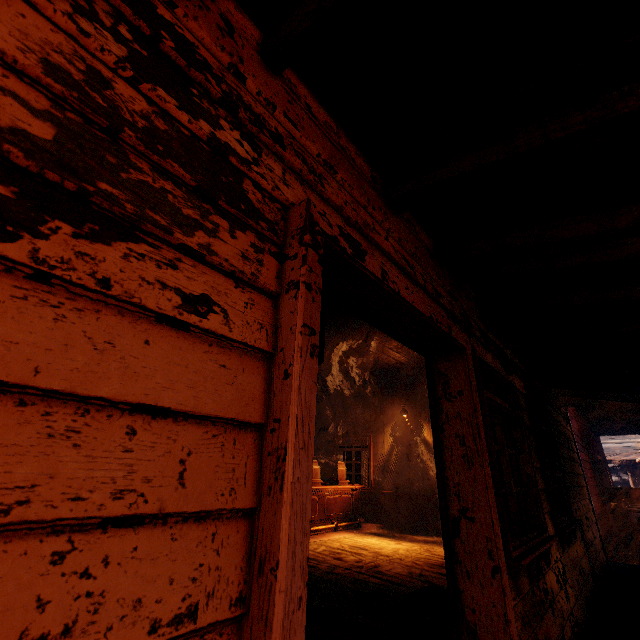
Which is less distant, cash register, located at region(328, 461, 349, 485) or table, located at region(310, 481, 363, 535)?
table, located at region(310, 481, 363, 535)

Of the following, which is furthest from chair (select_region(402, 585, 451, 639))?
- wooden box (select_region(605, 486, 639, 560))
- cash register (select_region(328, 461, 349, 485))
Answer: wooden box (select_region(605, 486, 639, 560))

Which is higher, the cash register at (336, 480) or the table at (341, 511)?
the cash register at (336, 480)

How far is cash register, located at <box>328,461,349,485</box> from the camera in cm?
873

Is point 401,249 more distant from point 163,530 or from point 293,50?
point 163,530

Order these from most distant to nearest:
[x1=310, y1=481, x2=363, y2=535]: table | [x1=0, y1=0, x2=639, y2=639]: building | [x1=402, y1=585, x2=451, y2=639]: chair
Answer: [x1=310, y1=481, x2=363, y2=535]: table, [x1=402, y1=585, x2=451, y2=639]: chair, [x1=0, y1=0, x2=639, y2=639]: building

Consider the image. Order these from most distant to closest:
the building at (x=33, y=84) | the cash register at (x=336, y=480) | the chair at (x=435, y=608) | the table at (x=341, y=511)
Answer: the cash register at (x=336, y=480) → the table at (x=341, y=511) → the chair at (x=435, y=608) → the building at (x=33, y=84)

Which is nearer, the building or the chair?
the building
